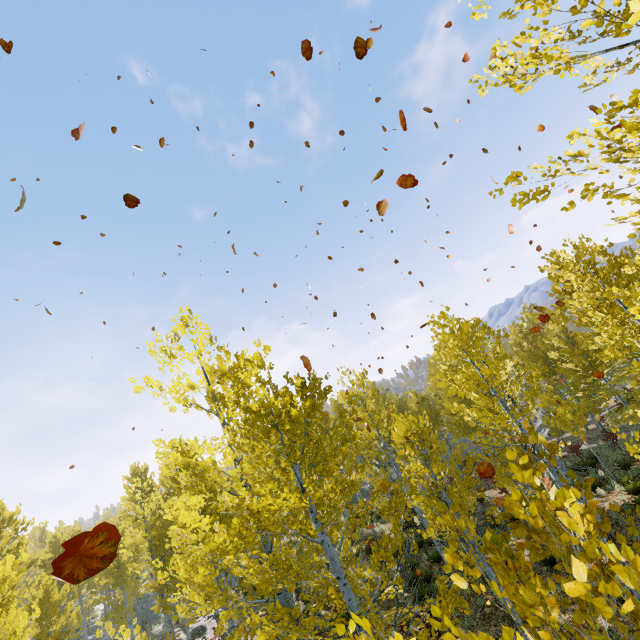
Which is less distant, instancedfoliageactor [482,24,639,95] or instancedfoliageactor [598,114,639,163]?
instancedfoliageactor [598,114,639,163]

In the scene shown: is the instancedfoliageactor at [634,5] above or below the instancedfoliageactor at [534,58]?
below

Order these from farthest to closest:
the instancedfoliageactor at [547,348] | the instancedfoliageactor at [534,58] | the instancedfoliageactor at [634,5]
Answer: the instancedfoliageactor at [534,58] → the instancedfoliageactor at [634,5] → the instancedfoliageactor at [547,348]

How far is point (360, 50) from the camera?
5.0m

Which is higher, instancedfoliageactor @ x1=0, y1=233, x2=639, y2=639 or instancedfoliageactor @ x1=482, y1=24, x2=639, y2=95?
instancedfoliageactor @ x1=482, y1=24, x2=639, y2=95

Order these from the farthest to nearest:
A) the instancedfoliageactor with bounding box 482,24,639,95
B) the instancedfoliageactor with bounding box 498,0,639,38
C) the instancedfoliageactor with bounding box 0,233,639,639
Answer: the instancedfoliageactor with bounding box 482,24,639,95 → the instancedfoliageactor with bounding box 498,0,639,38 → the instancedfoliageactor with bounding box 0,233,639,639
